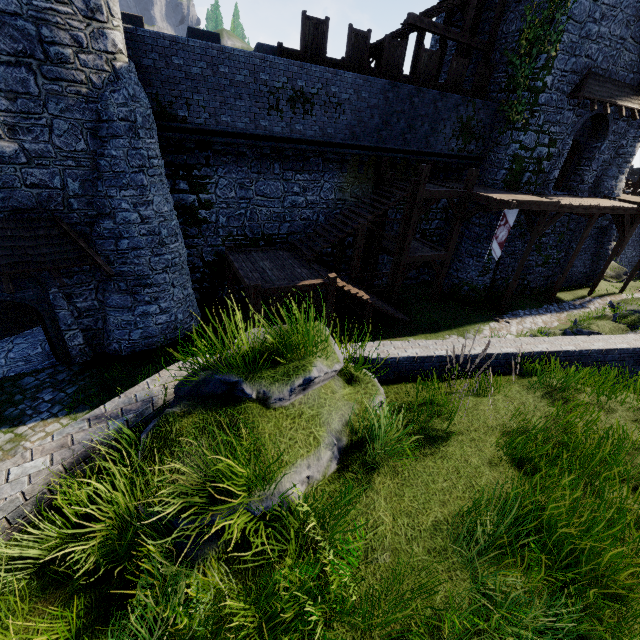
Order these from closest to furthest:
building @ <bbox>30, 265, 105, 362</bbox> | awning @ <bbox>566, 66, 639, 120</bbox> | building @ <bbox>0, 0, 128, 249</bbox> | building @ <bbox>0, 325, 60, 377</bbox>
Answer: building @ <bbox>0, 0, 128, 249</bbox>
building @ <bbox>30, 265, 105, 362</bbox>
building @ <bbox>0, 325, 60, 377</bbox>
awning @ <bbox>566, 66, 639, 120</bbox>

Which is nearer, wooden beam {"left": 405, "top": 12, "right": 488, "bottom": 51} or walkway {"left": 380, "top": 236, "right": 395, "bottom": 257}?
wooden beam {"left": 405, "top": 12, "right": 488, "bottom": 51}

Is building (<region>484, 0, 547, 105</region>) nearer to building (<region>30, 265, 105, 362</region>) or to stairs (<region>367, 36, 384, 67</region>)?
stairs (<region>367, 36, 384, 67</region>)

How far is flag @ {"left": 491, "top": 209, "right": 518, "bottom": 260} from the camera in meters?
15.1

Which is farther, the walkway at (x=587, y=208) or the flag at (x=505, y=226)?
the flag at (x=505, y=226)

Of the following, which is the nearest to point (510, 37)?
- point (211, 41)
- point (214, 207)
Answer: point (211, 41)

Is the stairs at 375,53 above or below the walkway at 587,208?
above

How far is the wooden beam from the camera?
14.3 meters
